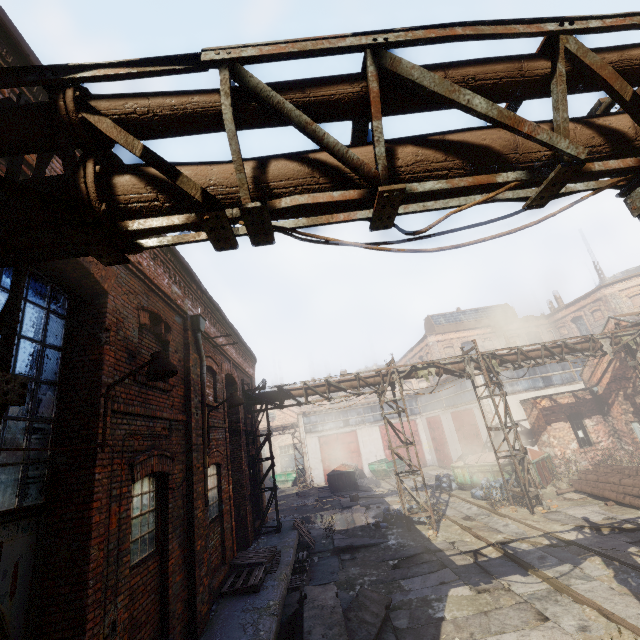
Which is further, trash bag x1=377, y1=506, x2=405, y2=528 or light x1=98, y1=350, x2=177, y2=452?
trash bag x1=377, y1=506, x2=405, y2=528

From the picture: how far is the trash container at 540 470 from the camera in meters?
15.3

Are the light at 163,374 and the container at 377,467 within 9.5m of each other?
no

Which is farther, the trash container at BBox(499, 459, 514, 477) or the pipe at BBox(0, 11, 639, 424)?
the trash container at BBox(499, 459, 514, 477)

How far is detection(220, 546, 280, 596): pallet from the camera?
7.39m

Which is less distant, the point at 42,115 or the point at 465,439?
the point at 42,115

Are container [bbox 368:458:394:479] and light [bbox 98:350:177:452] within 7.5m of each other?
no

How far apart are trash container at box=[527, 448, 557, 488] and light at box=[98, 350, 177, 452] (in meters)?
17.44
